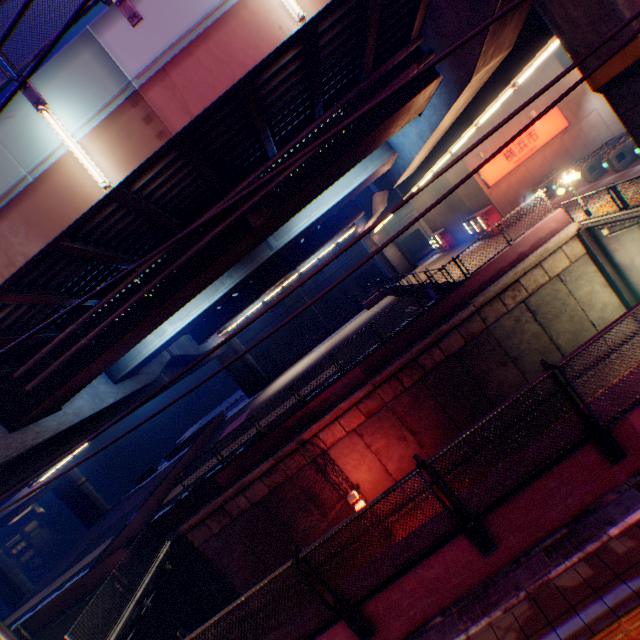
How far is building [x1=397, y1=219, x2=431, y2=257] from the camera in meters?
46.9

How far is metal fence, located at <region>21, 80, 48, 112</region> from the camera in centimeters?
627cm

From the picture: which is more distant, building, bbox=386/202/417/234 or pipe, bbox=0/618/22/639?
building, bbox=386/202/417/234

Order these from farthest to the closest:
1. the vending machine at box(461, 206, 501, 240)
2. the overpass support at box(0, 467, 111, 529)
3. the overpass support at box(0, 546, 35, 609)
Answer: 1. the overpass support at box(0, 546, 35, 609)
2. the overpass support at box(0, 467, 111, 529)
3. the vending machine at box(461, 206, 501, 240)

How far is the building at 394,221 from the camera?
46.62m

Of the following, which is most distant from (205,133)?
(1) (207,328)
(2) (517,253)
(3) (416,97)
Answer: (1) (207,328)

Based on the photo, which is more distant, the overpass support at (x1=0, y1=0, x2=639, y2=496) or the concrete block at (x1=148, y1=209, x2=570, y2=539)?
the concrete block at (x1=148, y1=209, x2=570, y2=539)

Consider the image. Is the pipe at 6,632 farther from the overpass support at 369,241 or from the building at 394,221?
the building at 394,221
